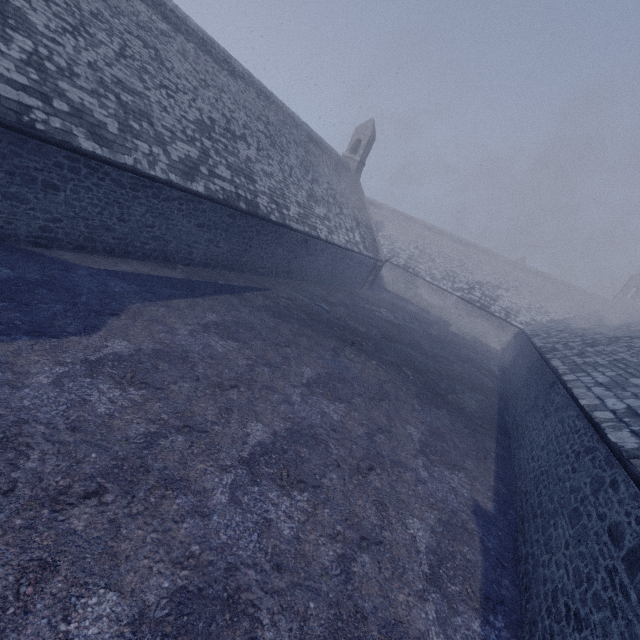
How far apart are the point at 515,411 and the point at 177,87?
18.7 meters
